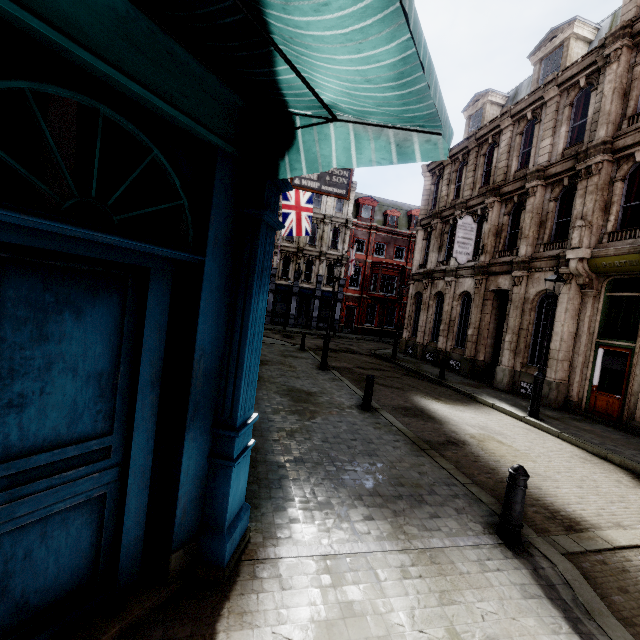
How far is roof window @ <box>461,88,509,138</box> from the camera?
19.3 meters

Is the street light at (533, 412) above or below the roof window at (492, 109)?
below

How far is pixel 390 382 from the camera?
13.48m

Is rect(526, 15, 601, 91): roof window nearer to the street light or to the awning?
the street light

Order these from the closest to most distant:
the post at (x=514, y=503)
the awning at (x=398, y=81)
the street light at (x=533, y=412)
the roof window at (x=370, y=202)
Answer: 1. the awning at (x=398, y=81)
2. the post at (x=514, y=503)
3. the street light at (x=533, y=412)
4. the roof window at (x=370, y=202)

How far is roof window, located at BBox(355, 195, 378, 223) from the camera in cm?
3650

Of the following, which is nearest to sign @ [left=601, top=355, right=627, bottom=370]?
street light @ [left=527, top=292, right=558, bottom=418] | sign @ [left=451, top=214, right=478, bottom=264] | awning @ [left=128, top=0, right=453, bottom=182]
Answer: street light @ [left=527, top=292, right=558, bottom=418]

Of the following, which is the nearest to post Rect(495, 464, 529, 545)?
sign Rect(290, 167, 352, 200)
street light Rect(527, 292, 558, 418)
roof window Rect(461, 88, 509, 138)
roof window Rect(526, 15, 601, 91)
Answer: sign Rect(290, 167, 352, 200)
